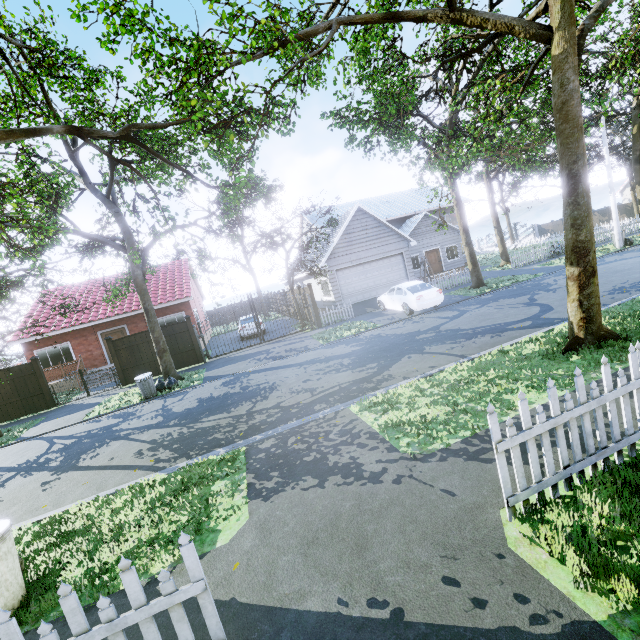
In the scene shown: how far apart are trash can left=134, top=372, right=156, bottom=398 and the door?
23.0 meters

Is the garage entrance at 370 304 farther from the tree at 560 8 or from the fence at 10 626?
the fence at 10 626

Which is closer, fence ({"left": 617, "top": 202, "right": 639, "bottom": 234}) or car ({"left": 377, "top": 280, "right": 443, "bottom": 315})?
car ({"left": 377, "top": 280, "right": 443, "bottom": 315})

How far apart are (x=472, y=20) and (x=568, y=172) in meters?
3.7

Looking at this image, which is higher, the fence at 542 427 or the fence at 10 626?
the fence at 10 626

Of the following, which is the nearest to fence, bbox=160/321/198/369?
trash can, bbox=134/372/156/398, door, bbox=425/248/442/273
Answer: trash can, bbox=134/372/156/398

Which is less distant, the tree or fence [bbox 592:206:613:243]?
the tree

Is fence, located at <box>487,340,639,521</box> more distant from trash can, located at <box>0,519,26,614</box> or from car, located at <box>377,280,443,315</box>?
car, located at <box>377,280,443,315</box>
